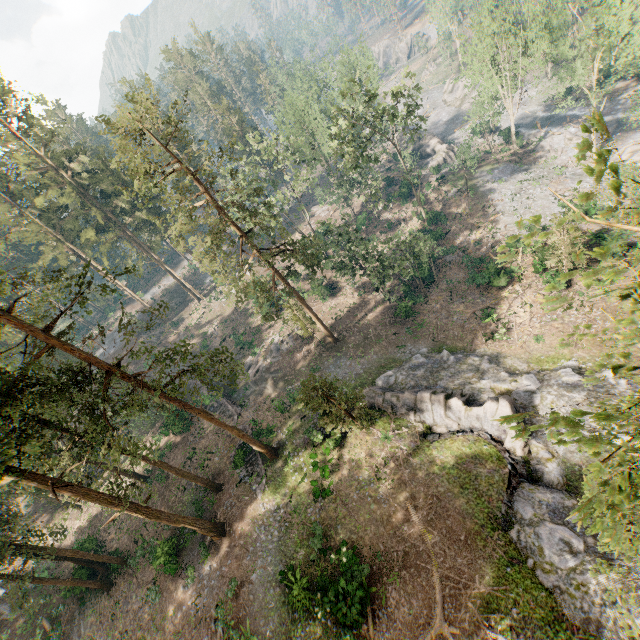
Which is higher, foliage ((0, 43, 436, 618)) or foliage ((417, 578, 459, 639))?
foliage ((0, 43, 436, 618))

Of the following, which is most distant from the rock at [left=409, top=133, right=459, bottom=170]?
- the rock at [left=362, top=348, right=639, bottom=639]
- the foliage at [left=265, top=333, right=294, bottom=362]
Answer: the rock at [left=362, top=348, right=639, bottom=639]

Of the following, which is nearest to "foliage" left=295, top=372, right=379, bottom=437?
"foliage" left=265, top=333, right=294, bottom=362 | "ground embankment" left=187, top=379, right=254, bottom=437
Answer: "ground embankment" left=187, top=379, right=254, bottom=437

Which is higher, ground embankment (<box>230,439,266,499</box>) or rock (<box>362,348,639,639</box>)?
ground embankment (<box>230,439,266,499</box>)

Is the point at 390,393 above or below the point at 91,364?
below

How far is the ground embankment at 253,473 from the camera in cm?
2749

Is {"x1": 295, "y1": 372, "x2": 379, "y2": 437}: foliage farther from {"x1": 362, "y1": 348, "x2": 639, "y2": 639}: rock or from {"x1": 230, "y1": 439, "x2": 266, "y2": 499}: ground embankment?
{"x1": 230, "y1": 439, "x2": 266, "y2": 499}: ground embankment

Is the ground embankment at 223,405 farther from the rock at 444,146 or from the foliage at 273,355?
the rock at 444,146
